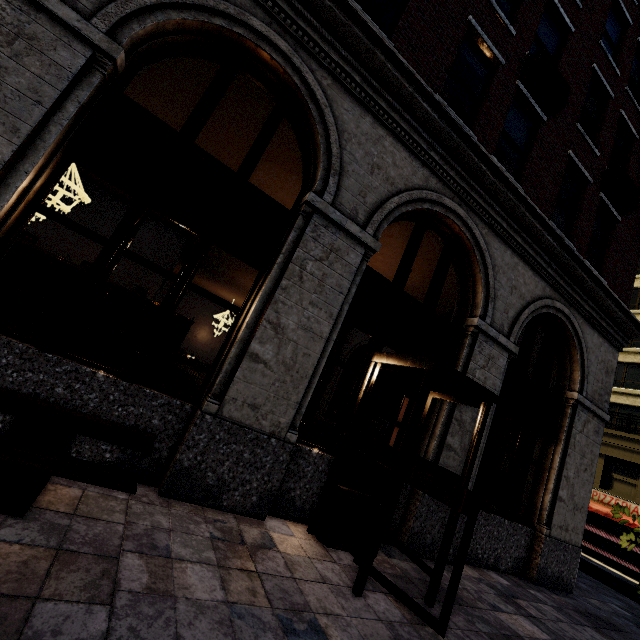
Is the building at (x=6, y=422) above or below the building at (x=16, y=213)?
below

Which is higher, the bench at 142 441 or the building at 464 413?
the building at 464 413

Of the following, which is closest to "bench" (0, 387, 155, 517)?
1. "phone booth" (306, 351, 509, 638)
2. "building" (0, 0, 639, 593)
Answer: "building" (0, 0, 639, 593)

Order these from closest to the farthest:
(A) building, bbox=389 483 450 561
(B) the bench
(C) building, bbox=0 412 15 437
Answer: (B) the bench → (C) building, bbox=0 412 15 437 → (A) building, bbox=389 483 450 561

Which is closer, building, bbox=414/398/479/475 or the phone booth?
the phone booth

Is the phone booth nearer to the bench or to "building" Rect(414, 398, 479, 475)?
"building" Rect(414, 398, 479, 475)

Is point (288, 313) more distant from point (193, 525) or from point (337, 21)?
point (337, 21)
